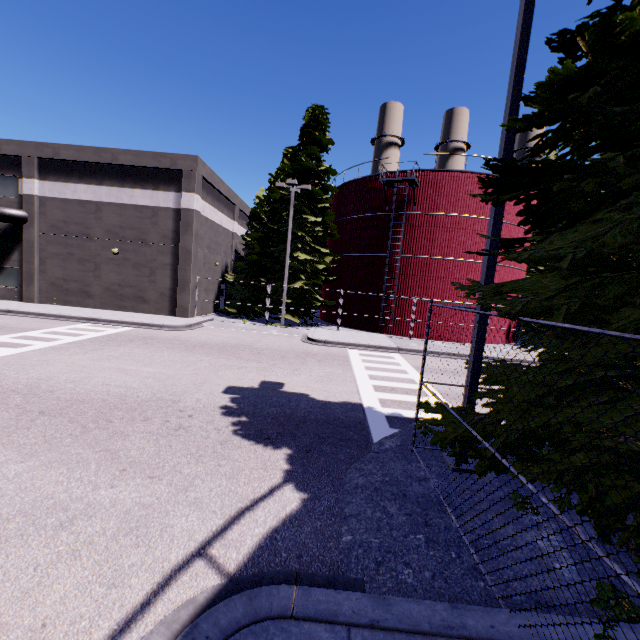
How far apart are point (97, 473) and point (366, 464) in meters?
4.6 m

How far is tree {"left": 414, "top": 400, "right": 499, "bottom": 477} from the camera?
4.04m

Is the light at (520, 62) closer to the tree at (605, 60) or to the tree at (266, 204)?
the tree at (605, 60)

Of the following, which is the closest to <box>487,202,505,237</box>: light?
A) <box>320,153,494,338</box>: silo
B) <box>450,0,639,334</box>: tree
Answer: <box>450,0,639,334</box>: tree

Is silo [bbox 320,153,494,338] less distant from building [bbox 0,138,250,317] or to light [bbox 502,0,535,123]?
building [bbox 0,138,250,317]

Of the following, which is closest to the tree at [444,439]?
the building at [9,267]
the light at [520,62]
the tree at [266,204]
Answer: the light at [520,62]

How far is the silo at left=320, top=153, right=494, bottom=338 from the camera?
22.9 meters
